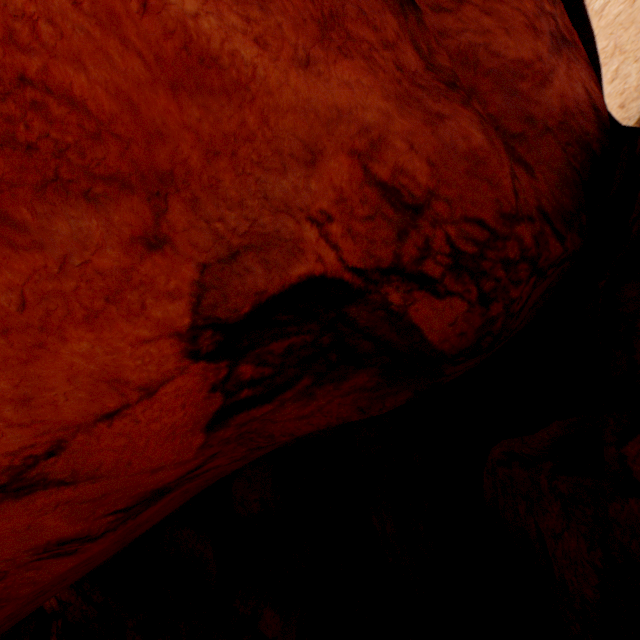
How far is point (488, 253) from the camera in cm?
334
